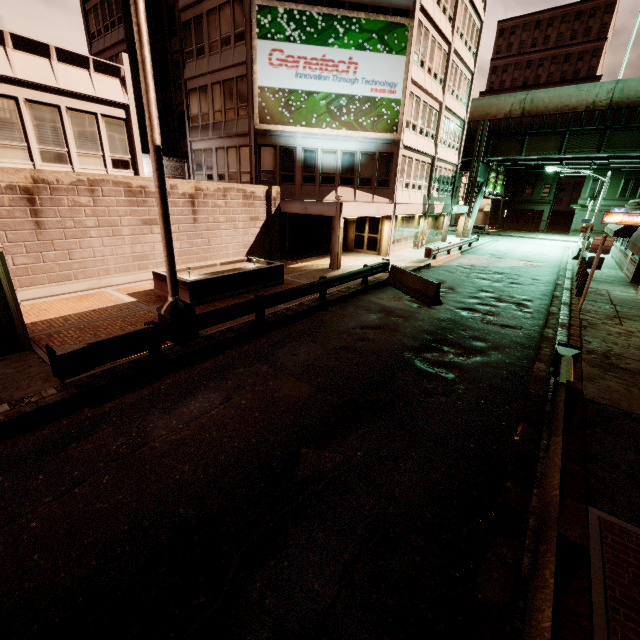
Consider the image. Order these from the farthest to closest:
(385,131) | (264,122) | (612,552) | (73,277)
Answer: (385,131) → (264,122) → (73,277) → (612,552)

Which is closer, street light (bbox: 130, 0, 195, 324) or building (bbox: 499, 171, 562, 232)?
street light (bbox: 130, 0, 195, 324)

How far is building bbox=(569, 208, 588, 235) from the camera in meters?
48.3 m

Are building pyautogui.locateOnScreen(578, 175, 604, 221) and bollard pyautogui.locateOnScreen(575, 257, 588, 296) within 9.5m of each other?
no

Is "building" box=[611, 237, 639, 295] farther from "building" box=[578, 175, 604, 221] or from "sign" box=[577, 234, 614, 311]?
"building" box=[578, 175, 604, 221]

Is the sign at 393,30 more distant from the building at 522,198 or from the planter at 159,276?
the building at 522,198

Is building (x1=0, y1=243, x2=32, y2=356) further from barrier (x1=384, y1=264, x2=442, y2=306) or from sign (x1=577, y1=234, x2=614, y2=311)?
sign (x1=577, y1=234, x2=614, y2=311)

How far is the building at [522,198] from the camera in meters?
50.9 m
